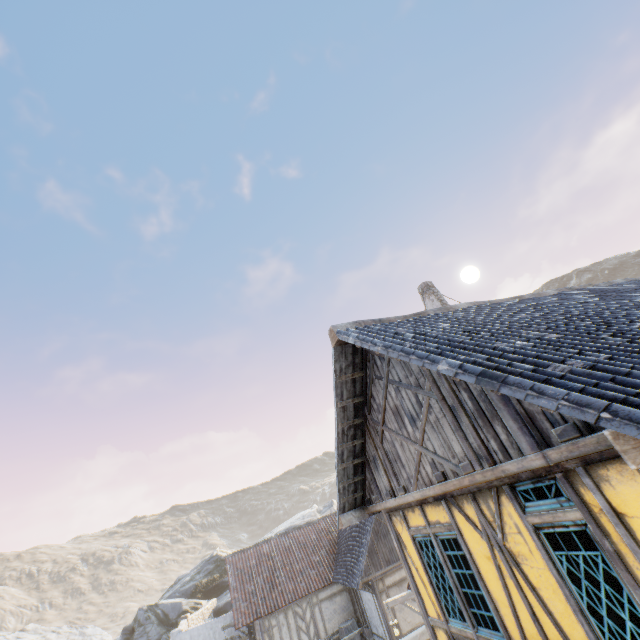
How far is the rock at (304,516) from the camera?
36.5m

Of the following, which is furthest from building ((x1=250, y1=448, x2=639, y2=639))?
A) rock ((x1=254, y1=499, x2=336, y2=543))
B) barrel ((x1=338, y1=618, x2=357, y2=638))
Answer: barrel ((x1=338, y1=618, x2=357, y2=638))

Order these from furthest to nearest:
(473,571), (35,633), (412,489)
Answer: (35,633)
(412,489)
(473,571)

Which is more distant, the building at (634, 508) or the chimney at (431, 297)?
the chimney at (431, 297)

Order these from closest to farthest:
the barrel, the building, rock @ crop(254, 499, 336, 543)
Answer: Answer: the building → the barrel → rock @ crop(254, 499, 336, 543)

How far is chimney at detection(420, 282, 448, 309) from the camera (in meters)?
11.73

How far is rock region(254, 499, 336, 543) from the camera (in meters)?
36.53

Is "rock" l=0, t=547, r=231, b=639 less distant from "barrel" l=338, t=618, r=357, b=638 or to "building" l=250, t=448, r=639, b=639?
"building" l=250, t=448, r=639, b=639
